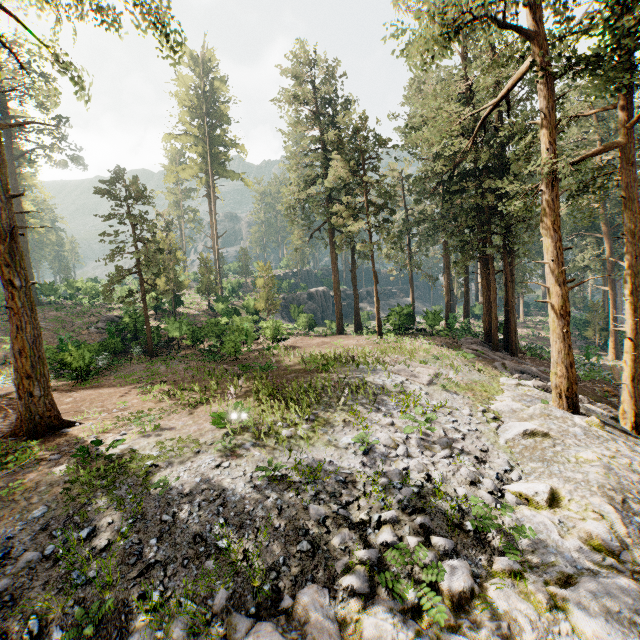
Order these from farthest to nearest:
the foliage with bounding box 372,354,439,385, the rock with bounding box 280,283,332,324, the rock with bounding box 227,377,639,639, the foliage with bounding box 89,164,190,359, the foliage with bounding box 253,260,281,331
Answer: the rock with bounding box 280,283,332,324 < the foliage with bounding box 253,260,281,331 < the foliage with bounding box 89,164,190,359 < the foliage with bounding box 372,354,439,385 < the rock with bounding box 227,377,639,639

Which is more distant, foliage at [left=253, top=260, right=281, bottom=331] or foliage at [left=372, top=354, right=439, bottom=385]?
foliage at [left=253, top=260, right=281, bottom=331]

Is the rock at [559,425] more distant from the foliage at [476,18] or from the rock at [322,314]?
the rock at [322,314]

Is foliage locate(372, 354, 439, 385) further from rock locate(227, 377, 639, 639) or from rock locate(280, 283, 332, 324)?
rock locate(280, 283, 332, 324)

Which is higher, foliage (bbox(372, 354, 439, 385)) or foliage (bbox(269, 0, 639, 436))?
foliage (bbox(269, 0, 639, 436))

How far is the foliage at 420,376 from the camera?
15.67m

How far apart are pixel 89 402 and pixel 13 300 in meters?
5.8 m

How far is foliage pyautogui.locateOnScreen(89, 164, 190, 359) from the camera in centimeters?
2317cm
